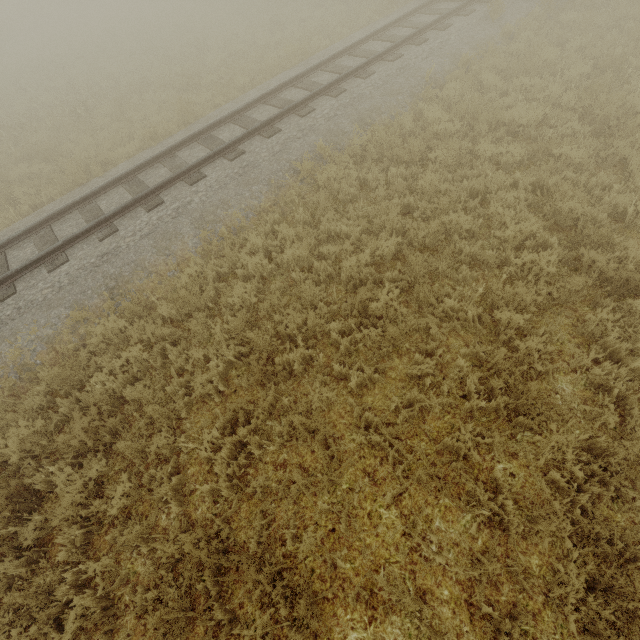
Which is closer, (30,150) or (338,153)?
(338,153)
